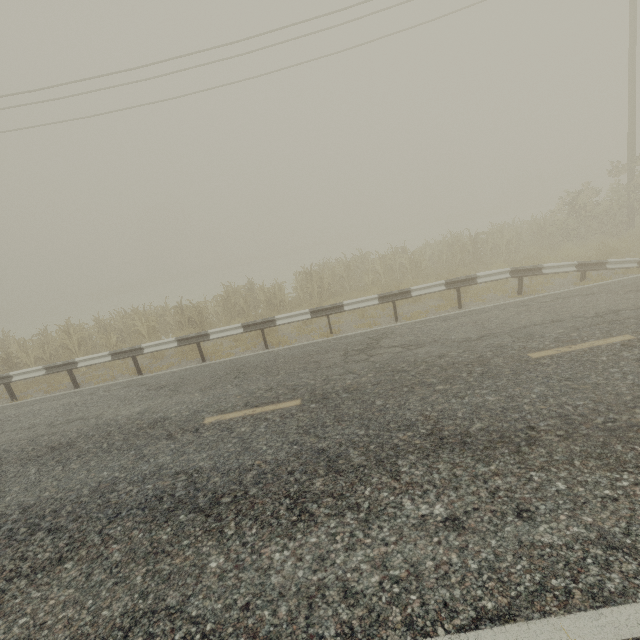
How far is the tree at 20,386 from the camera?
10.23m

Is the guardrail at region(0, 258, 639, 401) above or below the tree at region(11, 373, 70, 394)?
above

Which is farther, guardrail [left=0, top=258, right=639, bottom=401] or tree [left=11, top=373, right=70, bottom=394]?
tree [left=11, top=373, right=70, bottom=394]

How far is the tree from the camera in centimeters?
1023cm

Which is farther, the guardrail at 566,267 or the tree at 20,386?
the tree at 20,386

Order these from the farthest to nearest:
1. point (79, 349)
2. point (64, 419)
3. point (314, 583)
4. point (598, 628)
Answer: point (79, 349) < point (64, 419) < point (314, 583) < point (598, 628)
